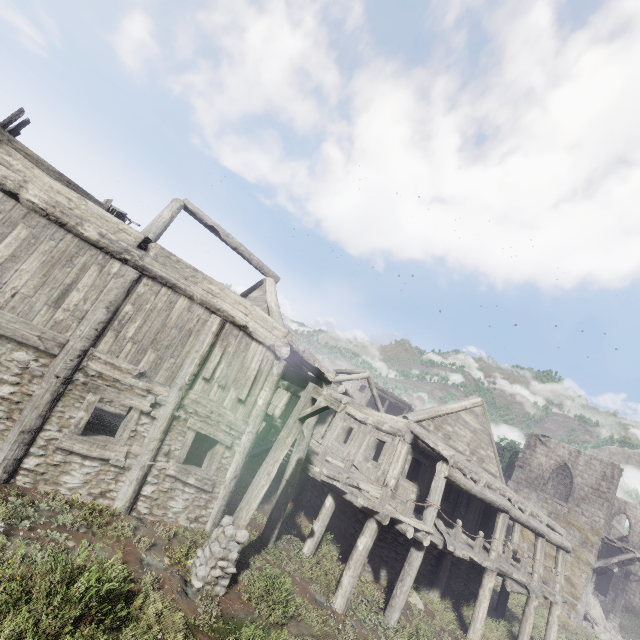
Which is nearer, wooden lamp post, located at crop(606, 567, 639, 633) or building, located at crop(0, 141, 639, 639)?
building, located at crop(0, 141, 639, 639)

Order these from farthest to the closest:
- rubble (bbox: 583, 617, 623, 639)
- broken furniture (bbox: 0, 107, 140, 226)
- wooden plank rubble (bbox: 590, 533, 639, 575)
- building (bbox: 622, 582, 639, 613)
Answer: building (bbox: 622, 582, 639, 613)
rubble (bbox: 583, 617, 623, 639)
wooden plank rubble (bbox: 590, 533, 639, 575)
broken furniture (bbox: 0, 107, 140, 226)

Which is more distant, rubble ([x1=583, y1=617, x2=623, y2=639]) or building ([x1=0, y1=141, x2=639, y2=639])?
rubble ([x1=583, y1=617, x2=623, y2=639])

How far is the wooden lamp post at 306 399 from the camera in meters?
6.8

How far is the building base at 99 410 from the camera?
12.9m

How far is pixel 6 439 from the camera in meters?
6.4 m

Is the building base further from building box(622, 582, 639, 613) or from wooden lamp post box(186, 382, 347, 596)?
wooden lamp post box(186, 382, 347, 596)

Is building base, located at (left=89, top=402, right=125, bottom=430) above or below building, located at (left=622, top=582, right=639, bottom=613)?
below
